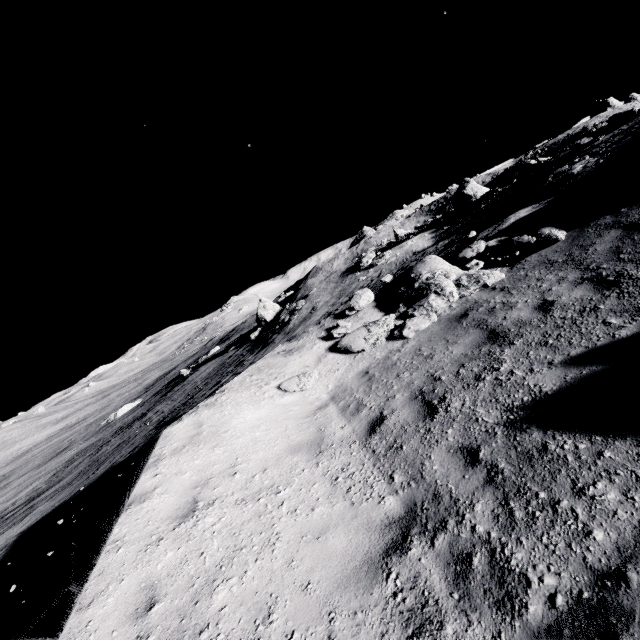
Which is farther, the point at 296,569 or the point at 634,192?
the point at 634,192

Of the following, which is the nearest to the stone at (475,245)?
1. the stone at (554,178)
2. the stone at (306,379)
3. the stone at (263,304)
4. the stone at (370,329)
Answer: the stone at (370,329)

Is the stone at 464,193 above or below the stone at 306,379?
above

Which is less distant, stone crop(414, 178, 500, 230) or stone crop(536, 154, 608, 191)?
stone crop(536, 154, 608, 191)

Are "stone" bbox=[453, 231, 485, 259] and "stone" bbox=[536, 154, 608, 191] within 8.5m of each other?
no

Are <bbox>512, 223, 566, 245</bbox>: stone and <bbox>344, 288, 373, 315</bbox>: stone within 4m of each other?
no

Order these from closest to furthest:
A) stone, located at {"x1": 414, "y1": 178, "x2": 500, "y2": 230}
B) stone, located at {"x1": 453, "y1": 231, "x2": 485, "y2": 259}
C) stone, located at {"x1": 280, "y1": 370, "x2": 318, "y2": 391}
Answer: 1. stone, located at {"x1": 280, "y1": 370, "x2": 318, "y2": 391}
2. stone, located at {"x1": 453, "y1": 231, "x2": 485, "y2": 259}
3. stone, located at {"x1": 414, "y1": 178, "x2": 500, "y2": 230}

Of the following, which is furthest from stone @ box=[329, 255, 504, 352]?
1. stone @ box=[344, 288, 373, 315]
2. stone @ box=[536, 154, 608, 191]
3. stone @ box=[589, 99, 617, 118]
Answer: stone @ box=[589, 99, 617, 118]
